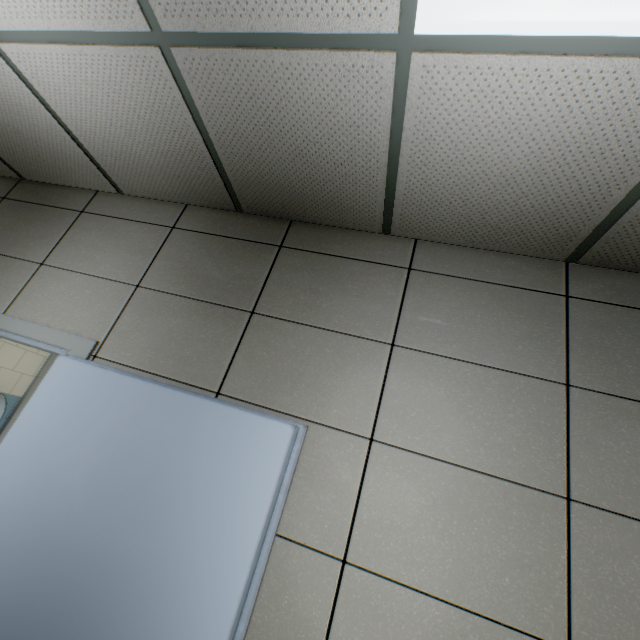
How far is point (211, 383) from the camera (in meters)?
1.71
